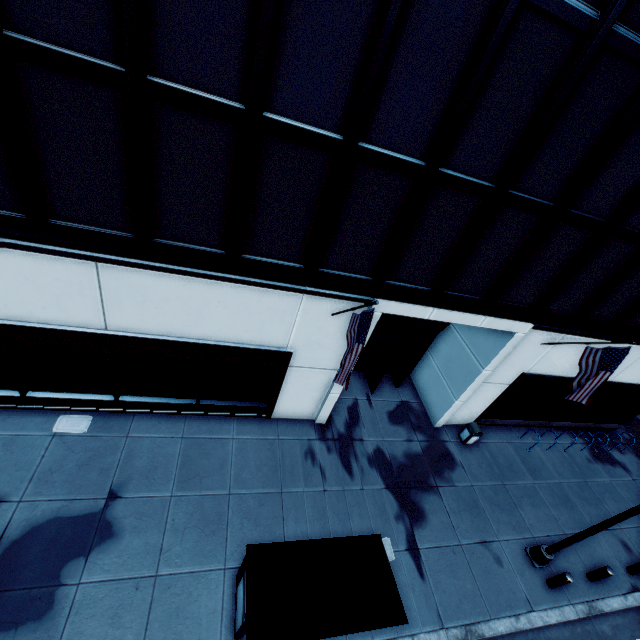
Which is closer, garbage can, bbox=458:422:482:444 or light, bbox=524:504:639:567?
light, bbox=524:504:639:567

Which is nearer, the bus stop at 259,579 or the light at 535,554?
the bus stop at 259,579

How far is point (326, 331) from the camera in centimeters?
991cm

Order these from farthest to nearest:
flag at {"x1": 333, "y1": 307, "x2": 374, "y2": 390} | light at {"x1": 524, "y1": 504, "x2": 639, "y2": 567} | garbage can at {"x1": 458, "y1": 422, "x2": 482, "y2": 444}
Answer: garbage can at {"x1": 458, "y1": 422, "x2": 482, "y2": 444} → light at {"x1": 524, "y1": 504, "x2": 639, "y2": 567} → flag at {"x1": 333, "y1": 307, "x2": 374, "y2": 390}

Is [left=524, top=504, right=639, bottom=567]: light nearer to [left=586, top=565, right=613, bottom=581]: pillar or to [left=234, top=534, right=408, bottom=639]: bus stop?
[left=586, top=565, right=613, bottom=581]: pillar

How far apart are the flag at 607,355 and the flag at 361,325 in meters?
8.0

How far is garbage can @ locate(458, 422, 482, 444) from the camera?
13.7m

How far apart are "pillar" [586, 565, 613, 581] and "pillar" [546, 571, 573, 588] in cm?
165
